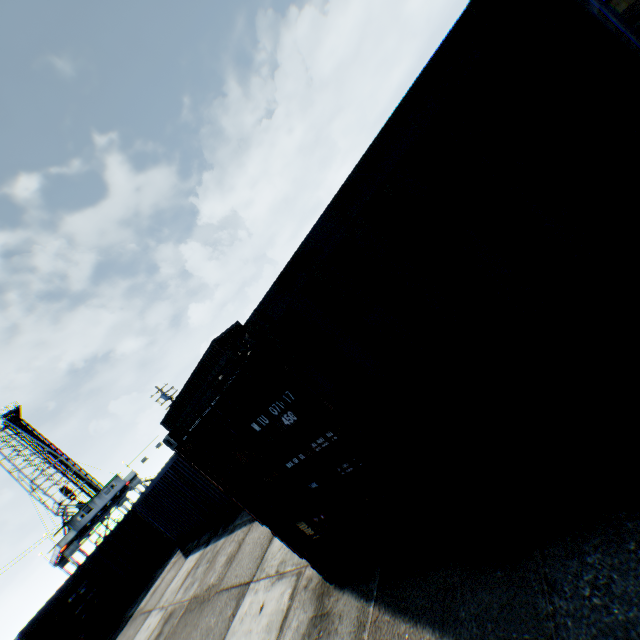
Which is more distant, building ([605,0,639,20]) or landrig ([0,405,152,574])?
landrig ([0,405,152,574])

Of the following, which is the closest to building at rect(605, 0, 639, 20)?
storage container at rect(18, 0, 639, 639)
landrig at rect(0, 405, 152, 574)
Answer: storage container at rect(18, 0, 639, 639)

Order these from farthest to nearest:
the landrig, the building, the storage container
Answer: the landrig → the building → the storage container

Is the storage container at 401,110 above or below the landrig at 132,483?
below

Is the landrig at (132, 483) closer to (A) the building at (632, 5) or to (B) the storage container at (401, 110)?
(B) the storage container at (401, 110)

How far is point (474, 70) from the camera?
1.5 meters
